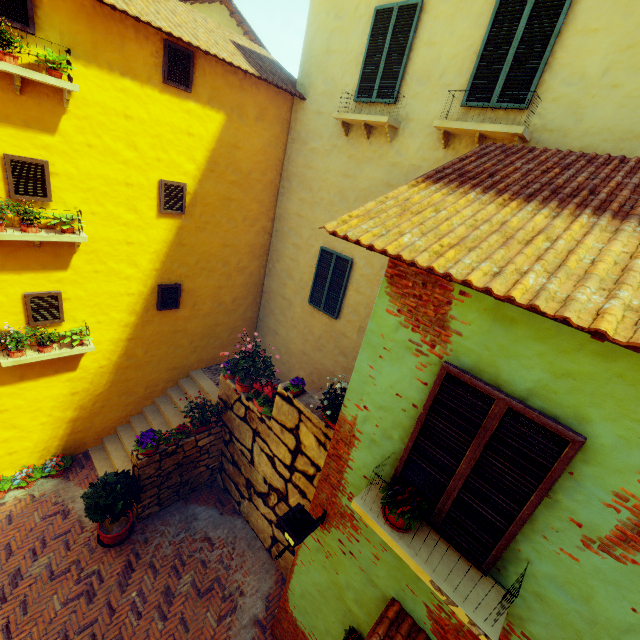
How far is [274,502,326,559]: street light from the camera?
3.78m

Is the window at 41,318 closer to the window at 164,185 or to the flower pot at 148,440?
the window at 164,185

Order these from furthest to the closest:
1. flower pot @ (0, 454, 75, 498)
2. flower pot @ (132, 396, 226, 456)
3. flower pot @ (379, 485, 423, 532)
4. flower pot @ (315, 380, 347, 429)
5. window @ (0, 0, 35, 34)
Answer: flower pot @ (0, 454, 75, 498)
flower pot @ (132, 396, 226, 456)
flower pot @ (315, 380, 347, 429)
window @ (0, 0, 35, 34)
flower pot @ (379, 485, 423, 532)

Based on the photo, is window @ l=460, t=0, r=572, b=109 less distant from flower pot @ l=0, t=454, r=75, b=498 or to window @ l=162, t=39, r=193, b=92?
window @ l=162, t=39, r=193, b=92

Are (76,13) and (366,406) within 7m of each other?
no

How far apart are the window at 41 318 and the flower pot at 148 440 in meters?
2.9 m

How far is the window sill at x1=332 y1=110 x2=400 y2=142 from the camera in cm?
641

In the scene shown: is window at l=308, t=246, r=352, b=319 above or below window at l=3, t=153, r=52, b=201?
below
